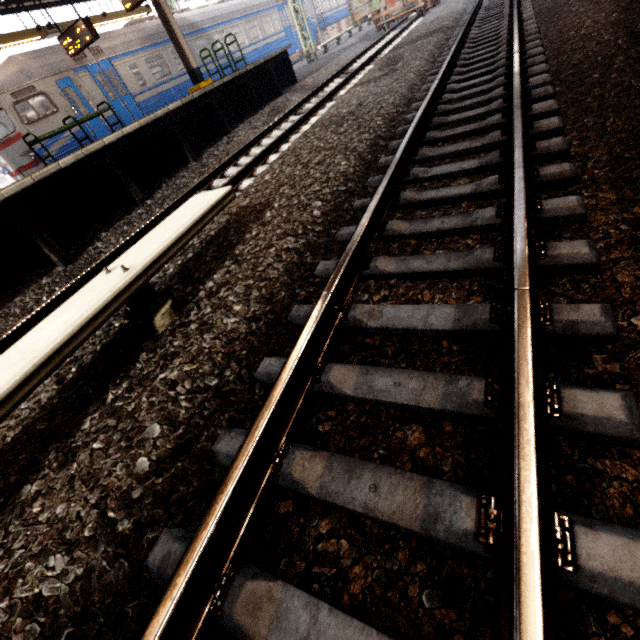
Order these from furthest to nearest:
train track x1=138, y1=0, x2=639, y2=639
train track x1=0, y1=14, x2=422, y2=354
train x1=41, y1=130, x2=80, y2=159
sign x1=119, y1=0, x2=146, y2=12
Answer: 1. train x1=41, y1=130, x2=80, y2=159
2. sign x1=119, y1=0, x2=146, y2=12
3. train track x1=0, y1=14, x2=422, y2=354
4. train track x1=138, y1=0, x2=639, y2=639

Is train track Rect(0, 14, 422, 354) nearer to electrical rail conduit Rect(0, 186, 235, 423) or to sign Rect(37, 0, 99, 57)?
electrical rail conduit Rect(0, 186, 235, 423)

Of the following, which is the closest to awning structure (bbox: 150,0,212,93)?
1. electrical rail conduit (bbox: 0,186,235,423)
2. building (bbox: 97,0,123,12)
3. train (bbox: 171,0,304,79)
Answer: train (bbox: 171,0,304,79)

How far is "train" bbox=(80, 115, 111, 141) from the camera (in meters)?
11.78

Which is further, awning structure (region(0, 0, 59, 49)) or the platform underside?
awning structure (region(0, 0, 59, 49))

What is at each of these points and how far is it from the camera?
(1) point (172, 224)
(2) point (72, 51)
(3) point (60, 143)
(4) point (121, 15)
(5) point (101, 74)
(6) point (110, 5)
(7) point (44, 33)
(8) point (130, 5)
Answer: (1) electrical rail conduit, 2.7 meters
(2) sign, 10.2 meters
(3) train, 11.2 meters
(4) awning structure, 11.9 meters
(5) train, 13.2 meters
(6) building, 38.6 meters
(7) awning structure, 9.9 meters
(8) sign, 8.6 meters

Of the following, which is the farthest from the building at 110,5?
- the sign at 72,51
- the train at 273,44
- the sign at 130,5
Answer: the sign at 130,5

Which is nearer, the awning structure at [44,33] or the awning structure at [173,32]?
the awning structure at [44,33]
